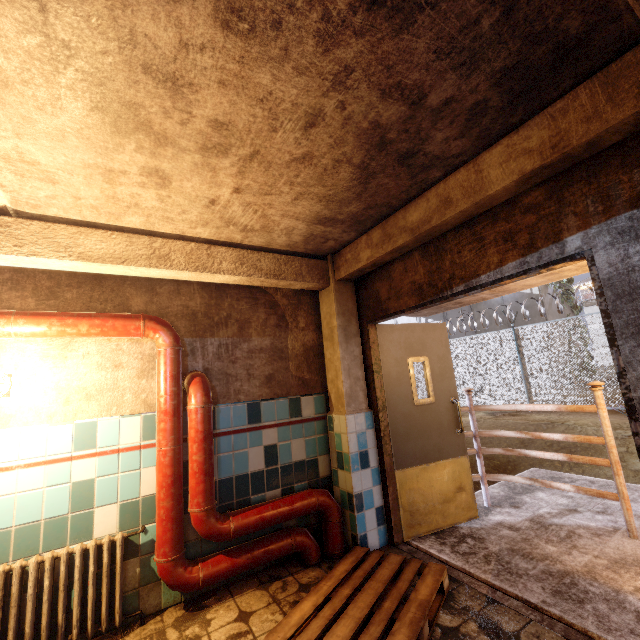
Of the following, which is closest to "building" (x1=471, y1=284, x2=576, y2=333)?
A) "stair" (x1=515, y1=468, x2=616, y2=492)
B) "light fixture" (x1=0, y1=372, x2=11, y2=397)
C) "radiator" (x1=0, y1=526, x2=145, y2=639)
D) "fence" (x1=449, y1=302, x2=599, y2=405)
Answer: "fence" (x1=449, y1=302, x2=599, y2=405)

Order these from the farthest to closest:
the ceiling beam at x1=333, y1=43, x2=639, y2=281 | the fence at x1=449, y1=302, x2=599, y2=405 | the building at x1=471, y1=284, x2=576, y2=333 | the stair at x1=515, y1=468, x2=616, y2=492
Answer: the building at x1=471, y1=284, x2=576, y2=333, the fence at x1=449, y1=302, x2=599, y2=405, the stair at x1=515, y1=468, x2=616, y2=492, the ceiling beam at x1=333, y1=43, x2=639, y2=281

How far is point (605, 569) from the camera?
2.5m

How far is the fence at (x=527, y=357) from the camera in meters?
10.2 m

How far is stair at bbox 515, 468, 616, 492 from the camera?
4.0 meters

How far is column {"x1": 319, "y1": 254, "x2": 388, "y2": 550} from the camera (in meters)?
3.10

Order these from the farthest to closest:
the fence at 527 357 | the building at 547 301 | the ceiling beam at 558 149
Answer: the building at 547 301
the fence at 527 357
the ceiling beam at 558 149

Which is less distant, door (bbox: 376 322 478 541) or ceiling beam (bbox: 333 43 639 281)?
ceiling beam (bbox: 333 43 639 281)
